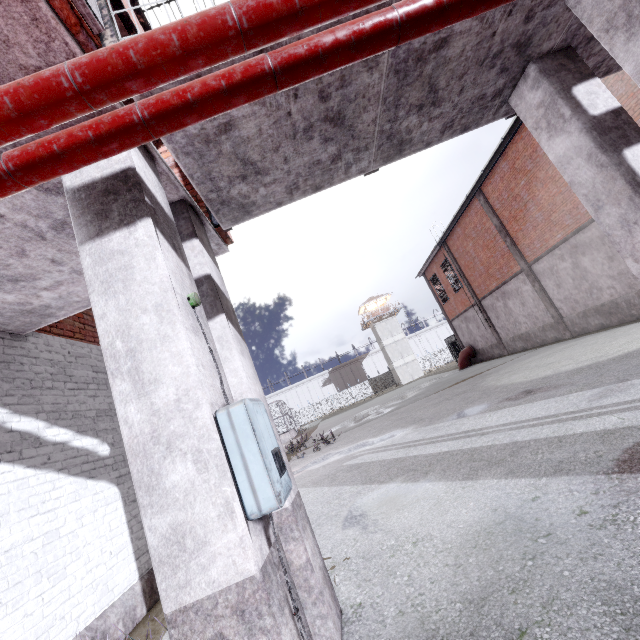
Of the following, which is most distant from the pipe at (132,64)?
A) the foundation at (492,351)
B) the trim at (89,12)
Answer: the foundation at (492,351)

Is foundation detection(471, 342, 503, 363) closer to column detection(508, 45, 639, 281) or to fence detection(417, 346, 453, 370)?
column detection(508, 45, 639, 281)

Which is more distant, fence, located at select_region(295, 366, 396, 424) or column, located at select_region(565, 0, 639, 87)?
fence, located at select_region(295, 366, 396, 424)

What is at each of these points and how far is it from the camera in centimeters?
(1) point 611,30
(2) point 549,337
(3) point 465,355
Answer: (1) column, 263cm
(2) foundation, 1686cm
(3) pipe, 2550cm

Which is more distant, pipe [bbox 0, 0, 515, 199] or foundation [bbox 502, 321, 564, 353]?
foundation [bbox 502, 321, 564, 353]

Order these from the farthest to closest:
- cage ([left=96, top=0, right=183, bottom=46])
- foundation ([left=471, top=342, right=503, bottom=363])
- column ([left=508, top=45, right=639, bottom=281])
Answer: foundation ([left=471, top=342, right=503, bottom=363]) < column ([left=508, top=45, right=639, bottom=281]) < cage ([left=96, top=0, right=183, bottom=46])

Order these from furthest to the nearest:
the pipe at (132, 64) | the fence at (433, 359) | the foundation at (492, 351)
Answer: the fence at (433, 359)
the foundation at (492, 351)
the pipe at (132, 64)

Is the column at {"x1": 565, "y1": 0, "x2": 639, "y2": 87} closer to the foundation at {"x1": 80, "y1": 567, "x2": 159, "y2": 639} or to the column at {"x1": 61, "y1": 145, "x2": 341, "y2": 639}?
the column at {"x1": 61, "y1": 145, "x2": 341, "y2": 639}
